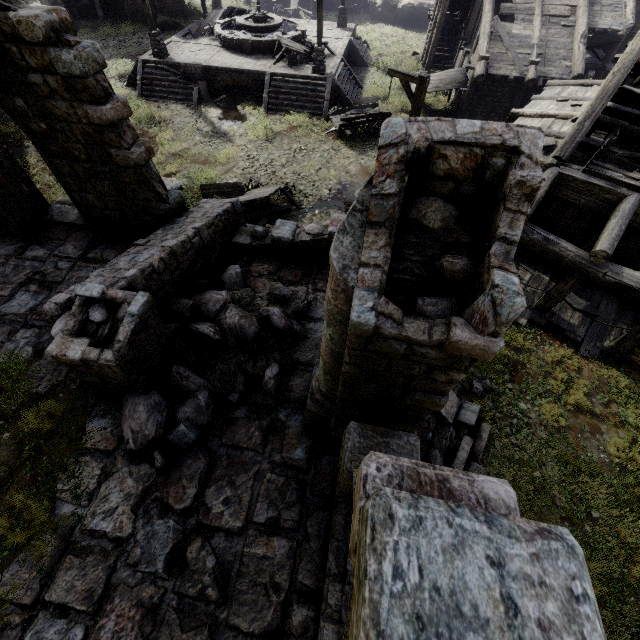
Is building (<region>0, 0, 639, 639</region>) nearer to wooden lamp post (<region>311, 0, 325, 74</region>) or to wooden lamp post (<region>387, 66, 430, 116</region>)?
wooden lamp post (<region>387, 66, 430, 116</region>)

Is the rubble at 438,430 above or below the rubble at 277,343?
below

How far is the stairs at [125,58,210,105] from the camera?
19.5 meters

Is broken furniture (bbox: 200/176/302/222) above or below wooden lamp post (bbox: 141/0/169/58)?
below

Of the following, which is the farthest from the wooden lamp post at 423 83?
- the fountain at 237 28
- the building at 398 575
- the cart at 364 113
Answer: the fountain at 237 28

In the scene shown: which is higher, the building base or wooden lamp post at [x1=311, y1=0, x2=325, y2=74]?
wooden lamp post at [x1=311, y1=0, x2=325, y2=74]

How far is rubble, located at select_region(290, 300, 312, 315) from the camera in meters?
8.2 m

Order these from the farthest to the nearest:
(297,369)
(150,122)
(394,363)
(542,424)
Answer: (150,122) → (542,424) → (297,369) → (394,363)
